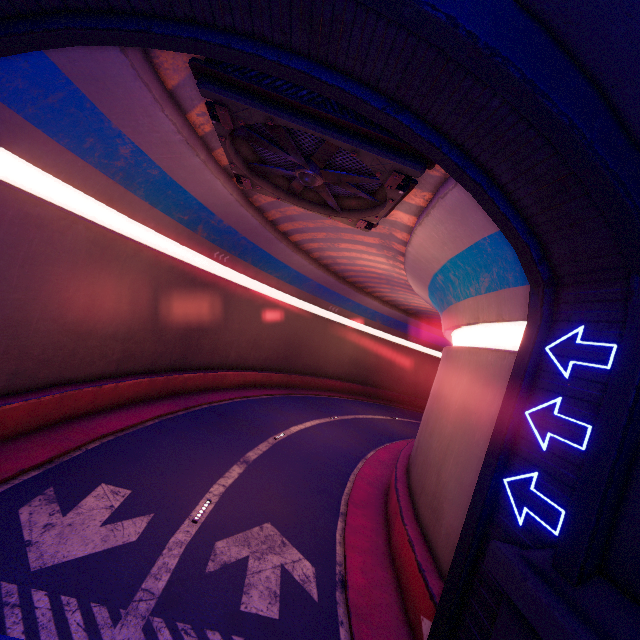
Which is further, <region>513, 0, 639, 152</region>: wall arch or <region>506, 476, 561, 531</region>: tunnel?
<region>506, 476, 561, 531</region>: tunnel

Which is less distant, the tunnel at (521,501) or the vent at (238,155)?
the tunnel at (521,501)

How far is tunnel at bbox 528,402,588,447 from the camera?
5.4m

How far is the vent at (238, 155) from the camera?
7.0 meters

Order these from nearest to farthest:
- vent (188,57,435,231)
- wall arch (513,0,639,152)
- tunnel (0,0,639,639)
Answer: wall arch (513,0,639,152) < tunnel (0,0,639,639) < vent (188,57,435,231)

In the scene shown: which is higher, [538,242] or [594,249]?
[538,242]

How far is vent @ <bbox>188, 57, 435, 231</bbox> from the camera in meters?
7.0
